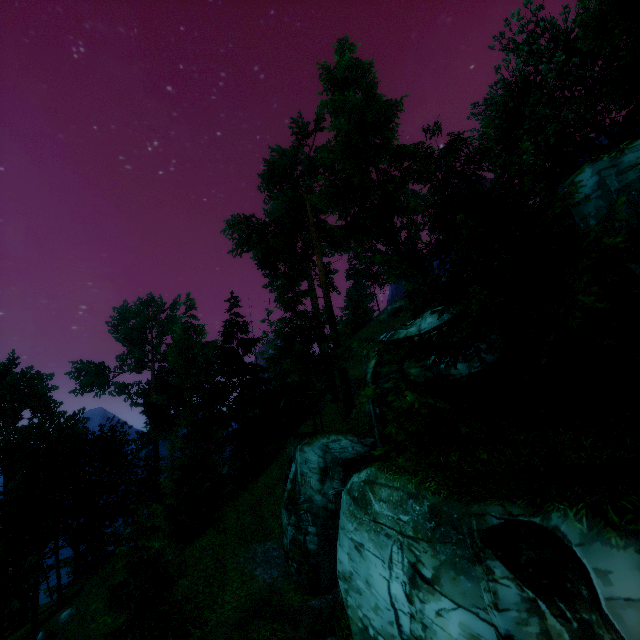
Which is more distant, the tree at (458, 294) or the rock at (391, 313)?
the rock at (391, 313)

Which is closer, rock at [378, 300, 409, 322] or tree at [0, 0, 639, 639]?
tree at [0, 0, 639, 639]

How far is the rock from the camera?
44.0 meters

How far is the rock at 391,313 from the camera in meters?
44.0 m

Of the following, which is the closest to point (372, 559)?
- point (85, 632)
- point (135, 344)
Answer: point (85, 632)
